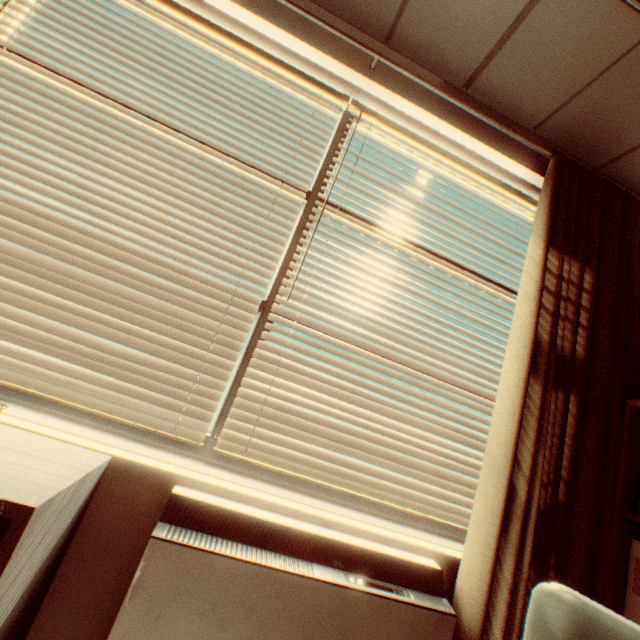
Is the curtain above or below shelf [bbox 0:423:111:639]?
above

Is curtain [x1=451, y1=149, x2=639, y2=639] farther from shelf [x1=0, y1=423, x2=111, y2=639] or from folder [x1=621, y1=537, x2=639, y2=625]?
shelf [x1=0, y1=423, x2=111, y2=639]

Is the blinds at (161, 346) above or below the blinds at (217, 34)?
below

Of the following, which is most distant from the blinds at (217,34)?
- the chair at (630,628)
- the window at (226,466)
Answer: the chair at (630,628)

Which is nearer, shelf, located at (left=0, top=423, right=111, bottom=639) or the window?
shelf, located at (left=0, top=423, right=111, bottom=639)

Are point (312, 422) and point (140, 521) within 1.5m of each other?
yes

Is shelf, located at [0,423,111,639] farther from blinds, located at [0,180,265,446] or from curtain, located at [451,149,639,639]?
curtain, located at [451,149,639,639]

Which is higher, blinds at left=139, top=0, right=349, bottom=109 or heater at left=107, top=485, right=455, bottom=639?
blinds at left=139, top=0, right=349, bottom=109
